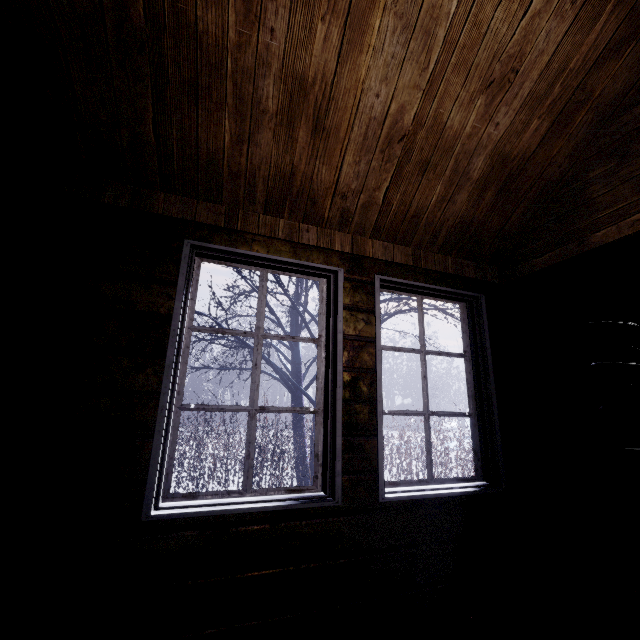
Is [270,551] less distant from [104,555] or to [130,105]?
[104,555]

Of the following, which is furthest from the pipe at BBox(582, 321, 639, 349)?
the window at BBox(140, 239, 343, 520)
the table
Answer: the window at BBox(140, 239, 343, 520)

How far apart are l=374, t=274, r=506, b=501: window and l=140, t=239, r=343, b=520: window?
0.24m

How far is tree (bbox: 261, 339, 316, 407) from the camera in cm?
495

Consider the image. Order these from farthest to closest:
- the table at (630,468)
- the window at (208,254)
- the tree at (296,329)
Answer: the tree at (296,329) < the table at (630,468) < the window at (208,254)

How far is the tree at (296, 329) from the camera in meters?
4.6 m

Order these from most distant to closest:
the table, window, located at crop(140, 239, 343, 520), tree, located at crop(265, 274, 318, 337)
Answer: tree, located at crop(265, 274, 318, 337) < the table < window, located at crop(140, 239, 343, 520)
